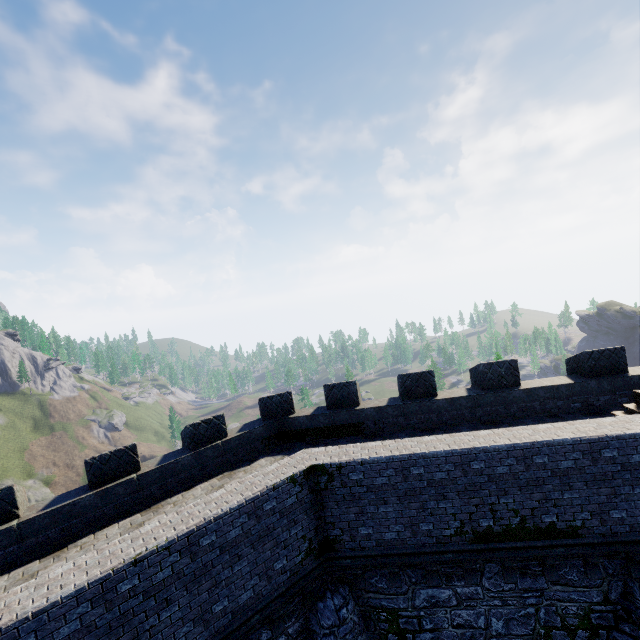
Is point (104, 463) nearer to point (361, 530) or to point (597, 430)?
point (361, 530)
